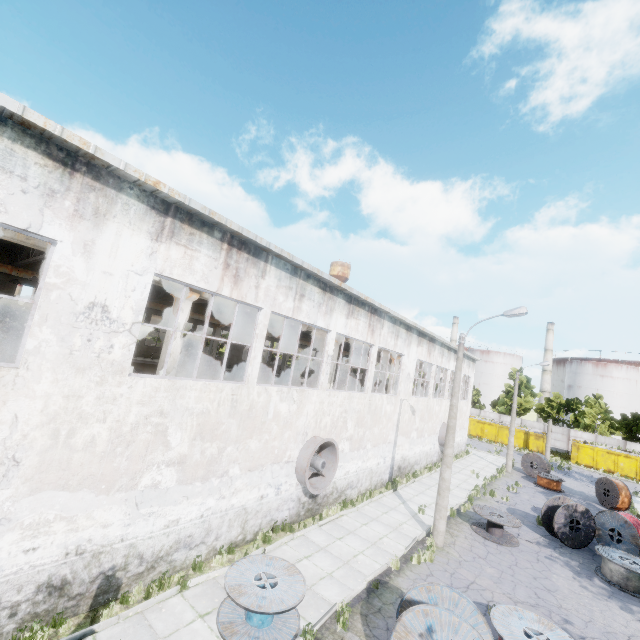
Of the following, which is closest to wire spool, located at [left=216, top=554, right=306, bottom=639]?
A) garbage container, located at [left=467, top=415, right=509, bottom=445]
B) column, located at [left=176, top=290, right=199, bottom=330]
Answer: column, located at [left=176, top=290, right=199, bottom=330]

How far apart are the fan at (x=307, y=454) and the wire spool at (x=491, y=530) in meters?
7.4

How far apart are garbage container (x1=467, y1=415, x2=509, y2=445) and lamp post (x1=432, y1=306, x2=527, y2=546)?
36.63m

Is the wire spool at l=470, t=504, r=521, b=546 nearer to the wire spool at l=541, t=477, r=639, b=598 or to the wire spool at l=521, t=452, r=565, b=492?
the wire spool at l=541, t=477, r=639, b=598

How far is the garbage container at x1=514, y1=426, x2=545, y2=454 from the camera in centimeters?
4116cm

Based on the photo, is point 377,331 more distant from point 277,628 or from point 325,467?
point 277,628

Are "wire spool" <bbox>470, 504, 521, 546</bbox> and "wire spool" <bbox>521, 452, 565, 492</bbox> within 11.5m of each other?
no

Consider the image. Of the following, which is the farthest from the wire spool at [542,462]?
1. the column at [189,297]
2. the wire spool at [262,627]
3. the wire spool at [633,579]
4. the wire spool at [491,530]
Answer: the column at [189,297]
